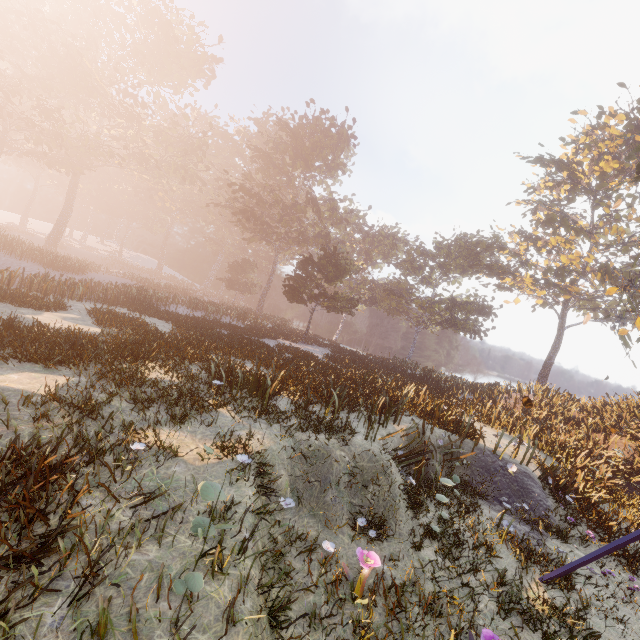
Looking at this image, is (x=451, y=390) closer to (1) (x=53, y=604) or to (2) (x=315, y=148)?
(1) (x=53, y=604)
